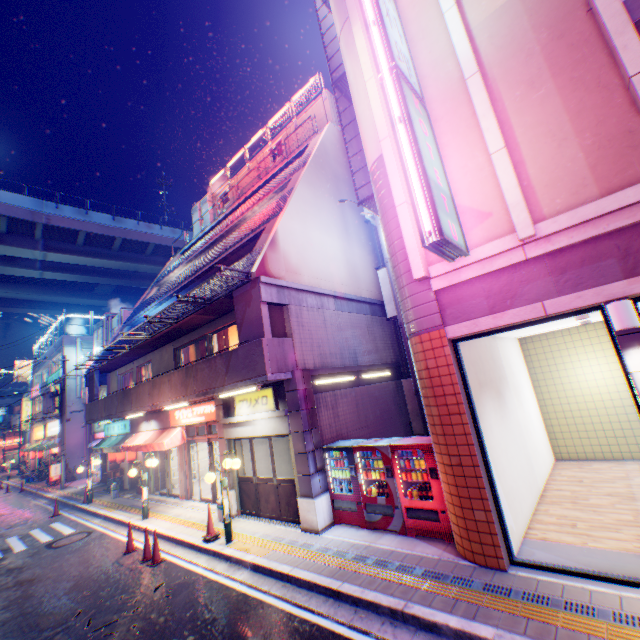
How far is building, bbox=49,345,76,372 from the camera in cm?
2934

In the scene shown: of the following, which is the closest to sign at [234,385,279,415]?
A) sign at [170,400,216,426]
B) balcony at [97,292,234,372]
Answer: sign at [170,400,216,426]

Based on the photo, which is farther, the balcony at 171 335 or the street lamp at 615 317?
the balcony at 171 335

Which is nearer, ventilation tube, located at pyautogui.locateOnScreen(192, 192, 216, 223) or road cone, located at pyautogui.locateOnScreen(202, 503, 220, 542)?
road cone, located at pyautogui.locateOnScreen(202, 503, 220, 542)

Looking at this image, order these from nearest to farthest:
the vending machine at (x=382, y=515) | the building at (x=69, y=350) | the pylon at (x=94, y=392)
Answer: the vending machine at (x=382, y=515)
the pylon at (x=94, y=392)
the building at (x=69, y=350)

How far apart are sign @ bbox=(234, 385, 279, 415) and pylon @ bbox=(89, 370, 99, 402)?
13.31m

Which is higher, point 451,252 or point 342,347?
point 451,252

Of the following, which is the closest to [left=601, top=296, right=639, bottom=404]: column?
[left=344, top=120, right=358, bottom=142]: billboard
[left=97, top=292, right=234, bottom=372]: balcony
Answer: [left=344, top=120, right=358, bottom=142]: billboard
